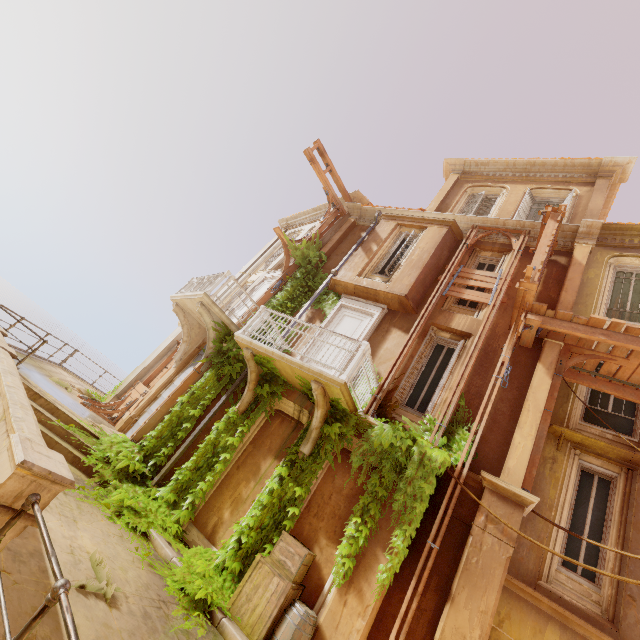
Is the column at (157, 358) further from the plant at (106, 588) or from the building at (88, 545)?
the plant at (106, 588)

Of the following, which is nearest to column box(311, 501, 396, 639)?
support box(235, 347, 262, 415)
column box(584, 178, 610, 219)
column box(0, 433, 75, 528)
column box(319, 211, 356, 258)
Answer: support box(235, 347, 262, 415)

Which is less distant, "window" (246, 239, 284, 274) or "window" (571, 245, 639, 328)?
"window" (571, 245, 639, 328)

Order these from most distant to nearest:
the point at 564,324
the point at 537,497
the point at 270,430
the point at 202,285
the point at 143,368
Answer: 1. the point at 143,368
2. the point at 202,285
3. the point at 270,430
4. the point at 564,324
5. the point at 537,497

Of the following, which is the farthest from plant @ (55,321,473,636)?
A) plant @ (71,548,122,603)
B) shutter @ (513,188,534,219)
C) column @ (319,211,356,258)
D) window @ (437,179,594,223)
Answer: shutter @ (513,188,534,219)

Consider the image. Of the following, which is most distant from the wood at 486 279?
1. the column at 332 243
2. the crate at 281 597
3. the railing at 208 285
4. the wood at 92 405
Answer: the wood at 92 405

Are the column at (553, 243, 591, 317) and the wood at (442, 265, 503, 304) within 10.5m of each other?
yes

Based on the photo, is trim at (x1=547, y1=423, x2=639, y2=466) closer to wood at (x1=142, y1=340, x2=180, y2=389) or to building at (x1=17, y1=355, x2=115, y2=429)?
building at (x1=17, y1=355, x2=115, y2=429)
